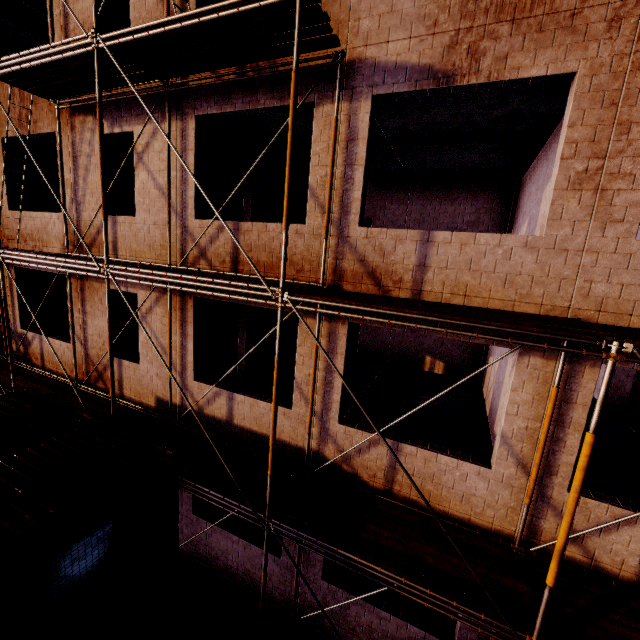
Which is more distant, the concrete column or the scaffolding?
the concrete column

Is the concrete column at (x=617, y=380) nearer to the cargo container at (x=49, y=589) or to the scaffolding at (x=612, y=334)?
the scaffolding at (x=612, y=334)

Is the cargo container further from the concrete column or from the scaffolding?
the concrete column

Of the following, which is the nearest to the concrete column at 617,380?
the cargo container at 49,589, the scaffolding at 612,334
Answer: the scaffolding at 612,334

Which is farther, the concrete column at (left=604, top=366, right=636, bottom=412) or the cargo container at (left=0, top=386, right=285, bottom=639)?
the concrete column at (left=604, top=366, right=636, bottom=412)

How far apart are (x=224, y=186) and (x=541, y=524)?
10.1m
